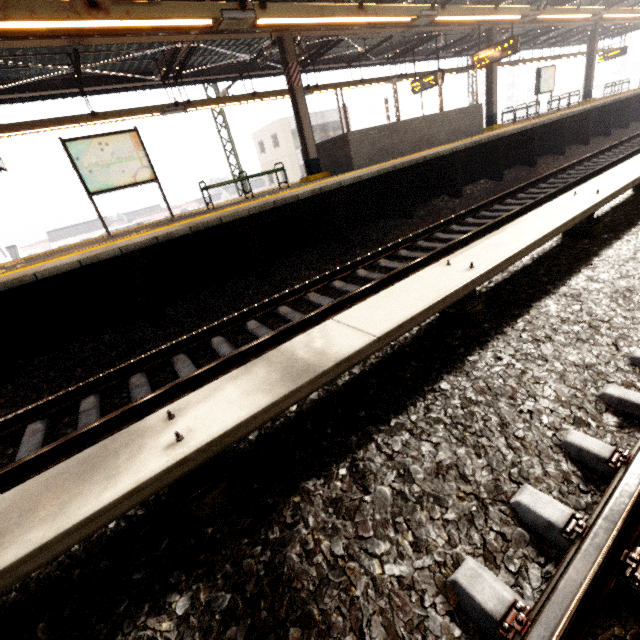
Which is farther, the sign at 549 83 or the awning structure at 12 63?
the sign at 549 83

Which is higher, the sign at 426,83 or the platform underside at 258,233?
the sign at 426,83

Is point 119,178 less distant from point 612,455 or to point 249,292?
point 249,292

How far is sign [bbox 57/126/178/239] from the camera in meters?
6.8

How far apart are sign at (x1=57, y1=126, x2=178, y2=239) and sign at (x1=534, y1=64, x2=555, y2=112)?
18.1m

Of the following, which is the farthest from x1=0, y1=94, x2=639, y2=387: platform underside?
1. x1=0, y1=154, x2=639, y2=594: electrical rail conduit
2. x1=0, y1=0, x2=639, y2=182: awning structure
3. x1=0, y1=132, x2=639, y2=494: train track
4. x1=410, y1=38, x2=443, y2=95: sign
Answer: x1=410, y1=38, x2=443, y2=95: sign

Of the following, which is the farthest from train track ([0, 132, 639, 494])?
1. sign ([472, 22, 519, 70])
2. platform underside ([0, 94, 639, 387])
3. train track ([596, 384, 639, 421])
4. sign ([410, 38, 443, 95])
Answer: sign ([410, 38, 443, 95])

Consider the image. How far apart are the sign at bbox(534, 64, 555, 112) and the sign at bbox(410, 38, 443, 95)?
6.0 meters
